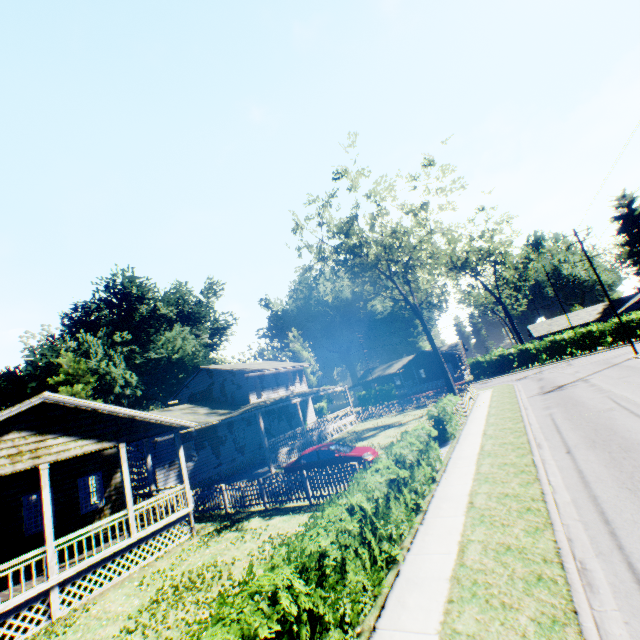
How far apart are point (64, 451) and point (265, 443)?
13.3m

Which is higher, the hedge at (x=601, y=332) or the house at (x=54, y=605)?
the hedge at (x=601, y=332)

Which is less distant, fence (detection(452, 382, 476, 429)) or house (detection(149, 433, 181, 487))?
fence (detection(452, 382, 476, 429))

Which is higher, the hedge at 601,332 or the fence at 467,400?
the hedge at 601,332

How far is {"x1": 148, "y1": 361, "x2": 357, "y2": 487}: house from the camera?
23.7m

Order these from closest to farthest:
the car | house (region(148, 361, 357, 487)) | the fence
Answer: the car, the fence, house (region(148, 361, 357, 487))

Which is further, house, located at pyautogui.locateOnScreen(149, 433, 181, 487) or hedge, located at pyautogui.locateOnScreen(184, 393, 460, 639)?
house, located at pyautogui.locateOnScreen(149, 433, 181, 487)

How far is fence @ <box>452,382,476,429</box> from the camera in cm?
1919
